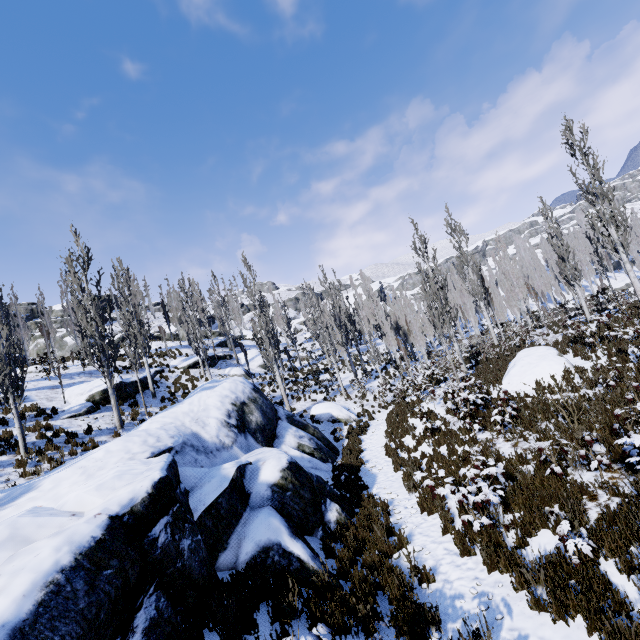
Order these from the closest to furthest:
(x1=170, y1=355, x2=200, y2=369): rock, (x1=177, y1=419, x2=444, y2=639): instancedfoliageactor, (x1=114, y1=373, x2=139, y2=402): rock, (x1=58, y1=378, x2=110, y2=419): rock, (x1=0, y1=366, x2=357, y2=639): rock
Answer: (x1=0, y1=366, x2=357, y2=639): rock
(x1=177, y1=419, x2=444, y2=639): instancedfoliageactor
(x1=58, y1=378, x2=110, y2=419): rock
(x1=114, y1=373, x2=139, y2=402): rock
(x1=170, y1=355, x2=200, y2=369): rock

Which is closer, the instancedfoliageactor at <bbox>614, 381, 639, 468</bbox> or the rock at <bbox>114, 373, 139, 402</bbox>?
the instancedfoliageactor at <bbox>614, 381, 639, 468</bbox>

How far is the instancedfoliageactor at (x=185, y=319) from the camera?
23.86m

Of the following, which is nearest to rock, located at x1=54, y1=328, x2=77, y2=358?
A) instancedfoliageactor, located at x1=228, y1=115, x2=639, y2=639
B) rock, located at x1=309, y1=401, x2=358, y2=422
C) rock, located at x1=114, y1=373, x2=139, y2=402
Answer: instancedfoliageactor, located at x1=228, y1=115, x2=639, y2=639

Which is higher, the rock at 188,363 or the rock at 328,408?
the rock at 188,363

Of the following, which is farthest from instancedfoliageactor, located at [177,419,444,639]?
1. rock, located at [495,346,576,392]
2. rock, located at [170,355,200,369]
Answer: rock, located at [495,346,576,392]

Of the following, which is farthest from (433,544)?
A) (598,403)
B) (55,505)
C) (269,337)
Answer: (269,337)

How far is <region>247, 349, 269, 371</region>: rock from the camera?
34.5 meters
